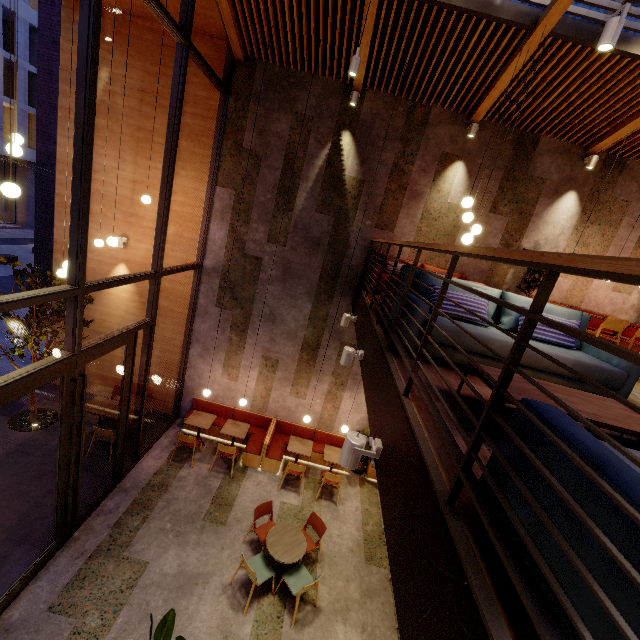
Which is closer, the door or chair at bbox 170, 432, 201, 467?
the door

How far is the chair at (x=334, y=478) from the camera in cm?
769

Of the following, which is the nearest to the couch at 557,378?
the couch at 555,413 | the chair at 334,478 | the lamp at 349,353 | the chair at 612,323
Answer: the lamp at 349,353

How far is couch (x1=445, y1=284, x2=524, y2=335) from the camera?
3.5 meters

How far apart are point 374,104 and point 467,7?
2.44m

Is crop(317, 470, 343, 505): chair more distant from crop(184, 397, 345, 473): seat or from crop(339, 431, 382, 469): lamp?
crop(339, 431, 382, 469): lamp

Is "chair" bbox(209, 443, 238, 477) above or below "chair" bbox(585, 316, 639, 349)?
below

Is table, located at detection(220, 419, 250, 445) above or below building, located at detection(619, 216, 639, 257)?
below
